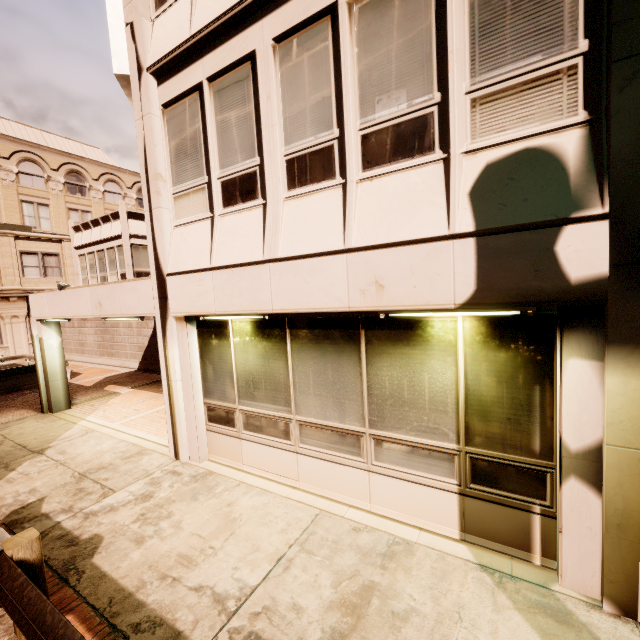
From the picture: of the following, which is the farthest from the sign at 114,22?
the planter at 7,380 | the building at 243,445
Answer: the planter at 7,380

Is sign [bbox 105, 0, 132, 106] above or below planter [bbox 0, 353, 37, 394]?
above

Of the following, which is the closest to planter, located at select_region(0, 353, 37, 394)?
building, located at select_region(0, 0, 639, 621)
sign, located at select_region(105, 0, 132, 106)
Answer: building, located at select_region(0, 0, 639, 621)

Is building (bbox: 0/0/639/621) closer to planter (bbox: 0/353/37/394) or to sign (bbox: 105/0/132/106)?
sign (bbox: 105/0/132/106)

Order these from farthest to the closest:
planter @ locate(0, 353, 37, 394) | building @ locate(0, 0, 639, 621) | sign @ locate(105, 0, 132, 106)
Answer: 1. planter @ locate(0, 353, 37, 394)
2. sign @ locate(105, 0, 132, 106)
3. building @ locate(0, 0, 639, 621)

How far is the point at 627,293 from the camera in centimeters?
283cm
